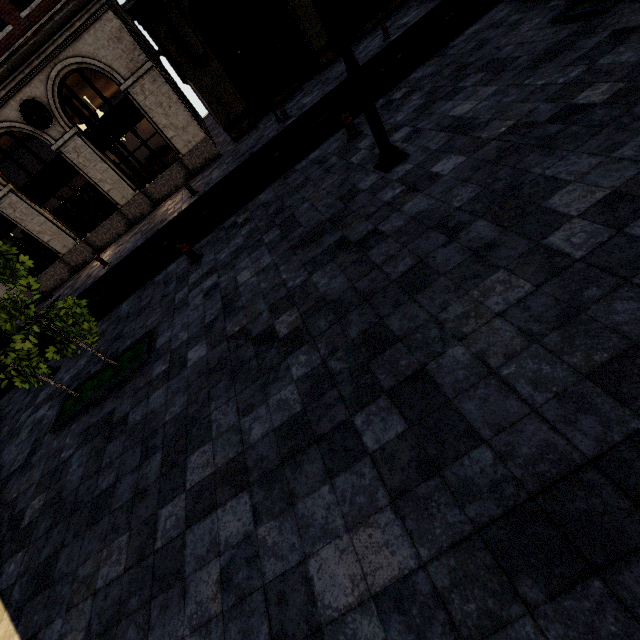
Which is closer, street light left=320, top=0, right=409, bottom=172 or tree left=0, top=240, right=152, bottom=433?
street light left=320, top=0, right=409, bottom=172

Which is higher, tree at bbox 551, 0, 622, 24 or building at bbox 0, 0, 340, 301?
building at bbox 0, 0, 340, 301

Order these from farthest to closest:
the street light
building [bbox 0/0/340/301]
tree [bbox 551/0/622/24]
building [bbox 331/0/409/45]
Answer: building [bbox 331/0/409/45], building [bbox 0/0/340/301], tree [bbox 551/0/622/24], the street light

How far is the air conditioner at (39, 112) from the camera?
12.9m

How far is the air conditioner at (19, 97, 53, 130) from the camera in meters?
12.9

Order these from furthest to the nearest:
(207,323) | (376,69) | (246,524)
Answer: (376,69)
(207,323)
(246,524)

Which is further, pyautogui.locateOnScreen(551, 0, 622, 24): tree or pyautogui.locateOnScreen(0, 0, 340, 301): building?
pyautogui.locateOnScreen(0, 0, 340, 301): building

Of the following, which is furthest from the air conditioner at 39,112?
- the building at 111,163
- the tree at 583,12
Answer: the tree at 583,12
